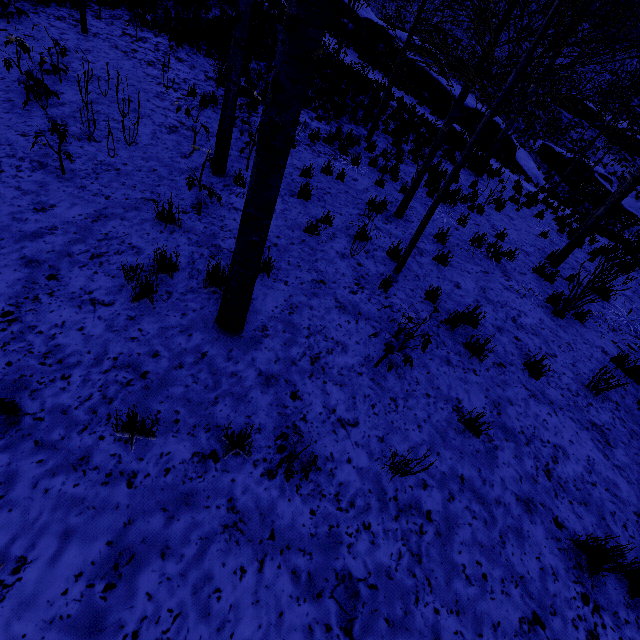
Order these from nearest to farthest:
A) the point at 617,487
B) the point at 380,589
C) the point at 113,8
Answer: the point at 380,589
the point at 617,487
the point at 113,8

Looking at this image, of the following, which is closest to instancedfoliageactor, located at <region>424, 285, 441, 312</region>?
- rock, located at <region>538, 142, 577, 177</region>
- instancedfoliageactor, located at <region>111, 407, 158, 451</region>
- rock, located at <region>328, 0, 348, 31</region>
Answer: instancedfoliageactor, located at <region>111, 407, 158, 451</region>

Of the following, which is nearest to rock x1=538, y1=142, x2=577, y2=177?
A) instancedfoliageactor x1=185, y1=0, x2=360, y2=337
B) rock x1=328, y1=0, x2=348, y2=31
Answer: rock x1=328, y1=0, x2=348, y2=31

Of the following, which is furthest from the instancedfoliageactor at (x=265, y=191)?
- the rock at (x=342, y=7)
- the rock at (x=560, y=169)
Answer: the rock at (x=560, y=169)

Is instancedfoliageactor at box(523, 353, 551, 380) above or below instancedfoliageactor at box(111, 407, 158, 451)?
above

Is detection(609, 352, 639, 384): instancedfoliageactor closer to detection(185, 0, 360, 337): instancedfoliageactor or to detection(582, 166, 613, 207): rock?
detection(185, 0, 360, 337): instancedfoliageactor

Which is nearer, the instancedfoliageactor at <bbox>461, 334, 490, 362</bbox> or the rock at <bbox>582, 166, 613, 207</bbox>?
the instancedfoliageactor at <bbox>461, 334, 490, 362</bbox>

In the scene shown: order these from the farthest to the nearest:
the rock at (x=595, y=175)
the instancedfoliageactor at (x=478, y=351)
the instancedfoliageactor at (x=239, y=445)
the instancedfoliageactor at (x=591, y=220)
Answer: A:
1. the rock at (x=595, y=175)
2. the instancedfoliageactor at (x=478, y=351)
3. the instancedfoliageactor at (x=591, y=220)
4. the instancedfoliageactor at (x=239, y=445)
